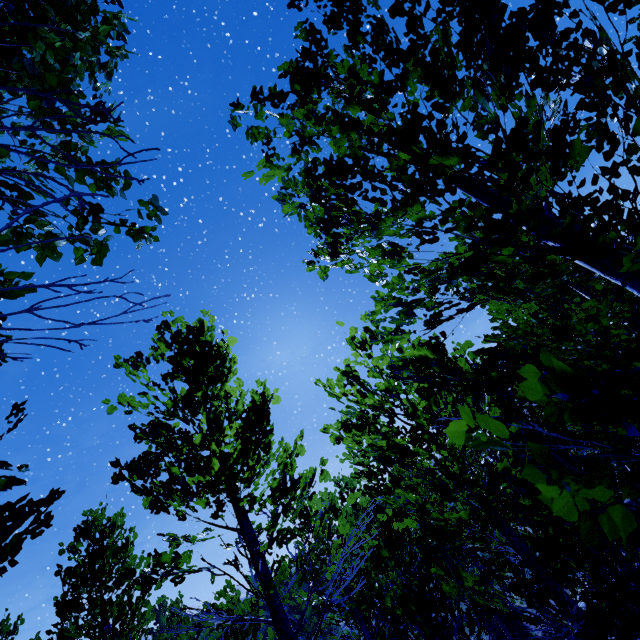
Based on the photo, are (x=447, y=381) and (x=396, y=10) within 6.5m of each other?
yes

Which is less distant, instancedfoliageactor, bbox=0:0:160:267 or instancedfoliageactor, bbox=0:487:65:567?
instancedfoliageactor, bbox=0:0:160:267

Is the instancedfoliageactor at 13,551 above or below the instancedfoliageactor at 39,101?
below

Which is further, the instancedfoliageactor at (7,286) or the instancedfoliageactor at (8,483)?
the instancedfoliageactor at (8,483)

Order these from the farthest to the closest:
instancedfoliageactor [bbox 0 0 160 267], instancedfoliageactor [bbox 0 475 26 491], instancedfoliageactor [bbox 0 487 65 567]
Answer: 1. instancedfoliageactor [bbox 0 475 26 491]
2. instancedfoliageactor [bbox 0 487 65 567]
3. instancedfoliageactor [bbox 0 0 160 267]

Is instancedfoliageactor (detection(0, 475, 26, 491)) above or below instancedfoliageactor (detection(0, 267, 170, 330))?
above
